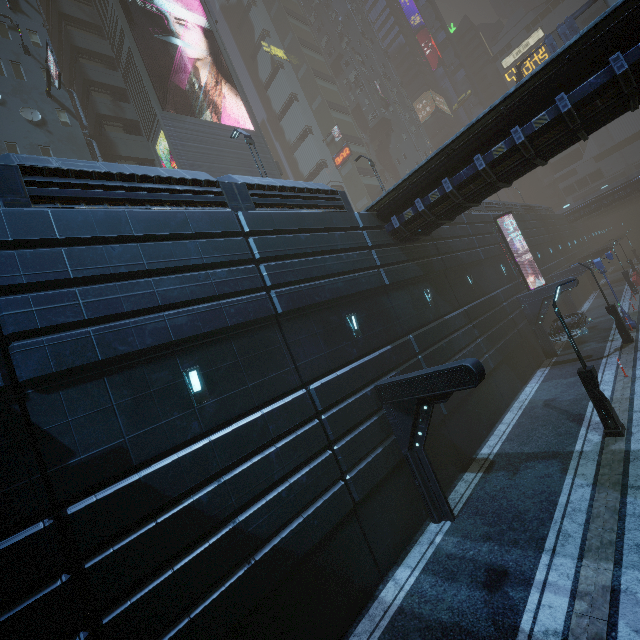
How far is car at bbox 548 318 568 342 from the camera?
22.61m

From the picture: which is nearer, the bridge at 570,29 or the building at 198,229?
the building at 198,229

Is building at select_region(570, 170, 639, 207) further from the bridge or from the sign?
the bridge

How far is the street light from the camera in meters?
11.2 m

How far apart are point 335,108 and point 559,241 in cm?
3843

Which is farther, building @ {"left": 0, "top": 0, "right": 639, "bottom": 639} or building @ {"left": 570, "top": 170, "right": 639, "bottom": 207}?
building @ {"left": 570, "top": 170, "right": 639, "bottom": 207}

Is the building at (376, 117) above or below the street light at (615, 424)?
above

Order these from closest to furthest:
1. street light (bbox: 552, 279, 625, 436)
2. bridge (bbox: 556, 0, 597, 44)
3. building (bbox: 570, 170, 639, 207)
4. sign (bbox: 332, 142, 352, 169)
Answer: street light (bbox: 552, 279, 625, 436) < bridge (bbox: 556, 0, 597, 44) < sign (bbox: 332, 142, 352, 169) < building (bbox: 570, 170, 639, 207)
